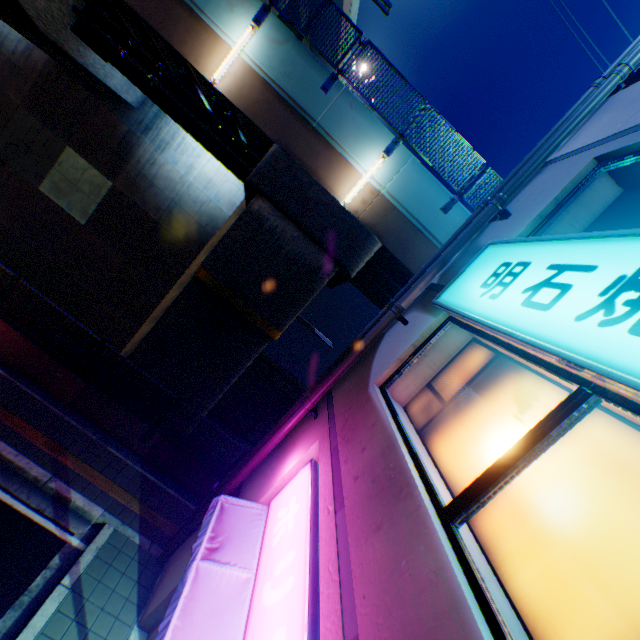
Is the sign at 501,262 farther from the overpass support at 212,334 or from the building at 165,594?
the overpass support at 212,334

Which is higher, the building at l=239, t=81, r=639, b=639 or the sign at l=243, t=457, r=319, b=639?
the building at l=239, t=81, r=639, b=639

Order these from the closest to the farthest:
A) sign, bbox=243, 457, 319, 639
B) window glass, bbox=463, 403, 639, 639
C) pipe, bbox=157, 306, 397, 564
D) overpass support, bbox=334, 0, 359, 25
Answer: window glass, bbox=463, 403, 639, 639
sign, bbox=243, 457, 319, 639
pipe, bbox=157, 306, 397, 564
overpass support, bbox=334, 0, 359, 25

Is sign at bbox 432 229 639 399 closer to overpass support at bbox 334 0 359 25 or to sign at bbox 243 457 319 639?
sign at bbox 243 457 319 639

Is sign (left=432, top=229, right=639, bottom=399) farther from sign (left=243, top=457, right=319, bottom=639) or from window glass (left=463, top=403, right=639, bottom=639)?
sign (left=243, top=457, right=319, bottom=639)

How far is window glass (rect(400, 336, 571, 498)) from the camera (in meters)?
3.34

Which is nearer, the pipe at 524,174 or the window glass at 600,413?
the window glass at 600,413

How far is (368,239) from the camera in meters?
9.5 m
